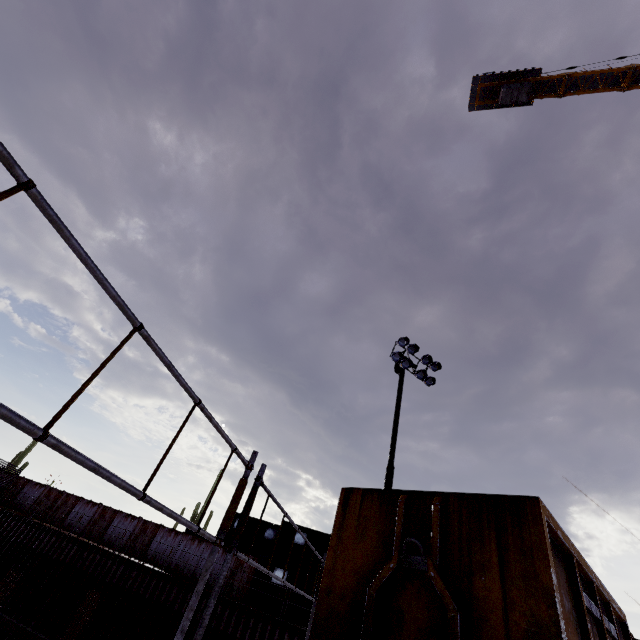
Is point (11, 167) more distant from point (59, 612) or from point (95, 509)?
point (95, 509)

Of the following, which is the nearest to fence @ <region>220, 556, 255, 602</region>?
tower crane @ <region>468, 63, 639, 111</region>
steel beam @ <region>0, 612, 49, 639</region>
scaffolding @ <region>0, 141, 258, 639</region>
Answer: steel beam @ <region>0, 612, 49, 639</region>

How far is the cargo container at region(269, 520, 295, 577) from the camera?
20.6m

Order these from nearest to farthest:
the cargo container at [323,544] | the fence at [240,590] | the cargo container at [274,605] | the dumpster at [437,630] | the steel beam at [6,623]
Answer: the dumpster at [437,630], the steel beam at [6,623], the cargo container at [274,605], the fence at [240,590], the cargo container at [323,544]

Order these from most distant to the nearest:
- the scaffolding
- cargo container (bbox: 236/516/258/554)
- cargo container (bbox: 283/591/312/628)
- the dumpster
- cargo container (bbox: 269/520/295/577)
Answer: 1. cargo container (bbox: 236/516/258/554)
2. cargo container (bbox: 269/520/295/577)
3. cargo container (bbox: 283/591/312/628)
4. the dumpster
5. the scaffolding

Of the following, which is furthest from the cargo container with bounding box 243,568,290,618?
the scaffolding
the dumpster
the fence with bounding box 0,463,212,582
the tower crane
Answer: the tower crane

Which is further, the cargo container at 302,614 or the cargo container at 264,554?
the cargo container at 264,554

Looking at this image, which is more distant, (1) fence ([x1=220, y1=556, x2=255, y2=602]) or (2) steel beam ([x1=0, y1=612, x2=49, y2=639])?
(1) fence ([x1=220, y1=556, x2=255, y2=602])
